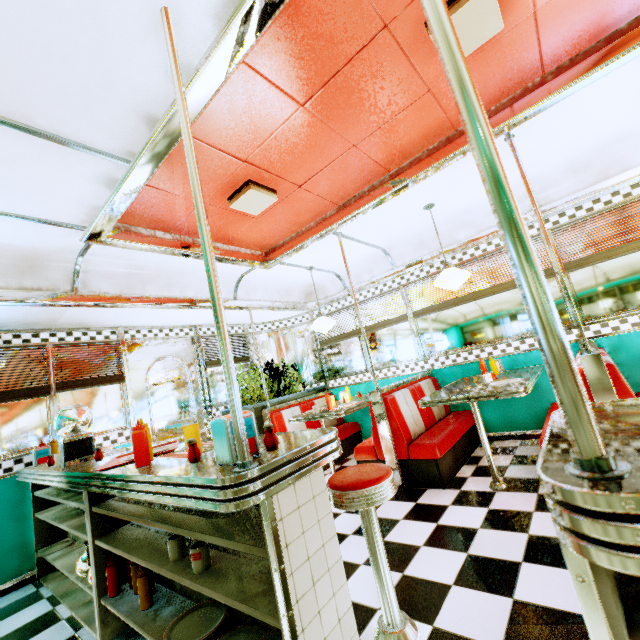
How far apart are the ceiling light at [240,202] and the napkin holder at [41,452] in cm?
316

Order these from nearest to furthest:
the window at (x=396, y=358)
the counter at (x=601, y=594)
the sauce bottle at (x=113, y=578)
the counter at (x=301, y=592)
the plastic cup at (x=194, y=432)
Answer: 1. the counter at (x=601, y=594)
2. the counter at (x=301, y=592)
3. the plastic cup at (x=194, y=432)
4. the sauce bottle at (x=113, y=578)
5. the window at (x=396, y=358)

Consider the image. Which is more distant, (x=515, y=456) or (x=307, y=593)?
(x=515, y=456)

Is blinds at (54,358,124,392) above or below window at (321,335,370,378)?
above

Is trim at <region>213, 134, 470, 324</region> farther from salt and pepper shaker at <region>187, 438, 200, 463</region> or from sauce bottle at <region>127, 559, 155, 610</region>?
sauce bottle at <region>127, 559, 155, 610</region>

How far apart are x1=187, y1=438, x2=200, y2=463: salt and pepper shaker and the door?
3.5 meters

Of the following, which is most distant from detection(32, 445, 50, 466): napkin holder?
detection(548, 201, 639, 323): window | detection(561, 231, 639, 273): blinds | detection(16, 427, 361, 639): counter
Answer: detection(561, 231, 639, 273): blinds

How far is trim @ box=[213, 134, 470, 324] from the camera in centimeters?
295cm
